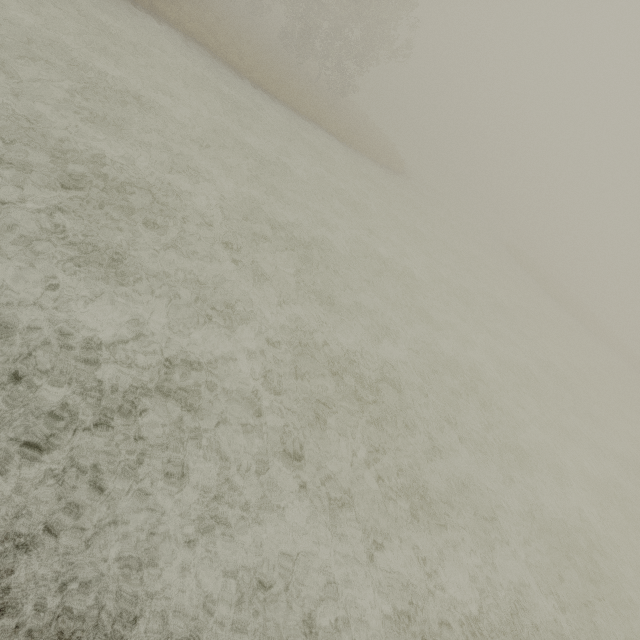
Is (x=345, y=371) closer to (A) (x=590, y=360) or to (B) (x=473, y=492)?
(B) (x=473, y=492)
